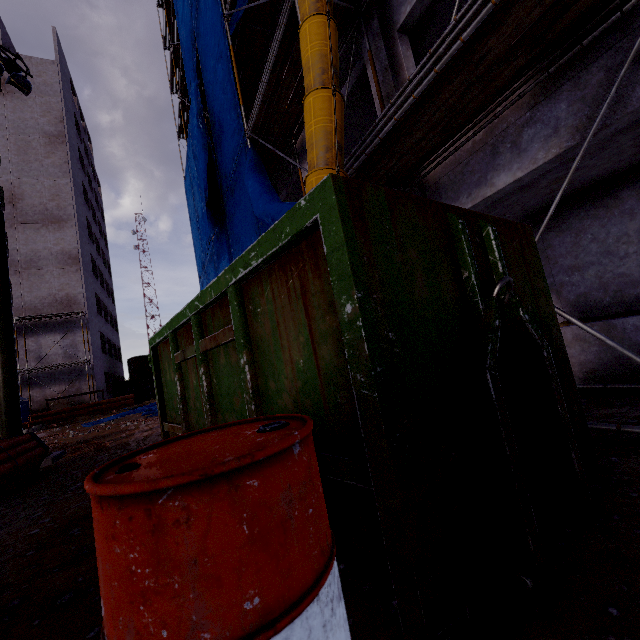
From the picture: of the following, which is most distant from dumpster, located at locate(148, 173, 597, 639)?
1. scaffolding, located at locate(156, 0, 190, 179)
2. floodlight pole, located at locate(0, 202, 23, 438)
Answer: scaffolding, located at locate(156, 0, 190, 179)

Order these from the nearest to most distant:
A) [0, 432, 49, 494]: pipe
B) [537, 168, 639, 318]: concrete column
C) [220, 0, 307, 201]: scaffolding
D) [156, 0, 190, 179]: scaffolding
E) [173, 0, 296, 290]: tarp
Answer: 1. [0, 432, 49, 494]: pipe
2. [537, 168, 639, 318]: concrete column
3. [220, 0, 307, 201]: scaffolding
4. [173, 0, 296, 290]: tarp
5. [156, 0, 190, 179]: scaffolding

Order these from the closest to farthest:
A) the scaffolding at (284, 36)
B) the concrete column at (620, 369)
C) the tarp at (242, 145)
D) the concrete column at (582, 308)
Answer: the concrete column at (620, 369) < the concrete column at (582, 308) < the scaffolding at (284, 36) < the tarp at (242, 145)

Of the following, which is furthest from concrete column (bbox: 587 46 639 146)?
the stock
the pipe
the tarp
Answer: the stock

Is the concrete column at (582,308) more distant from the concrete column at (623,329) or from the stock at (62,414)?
the stock at (62,414)

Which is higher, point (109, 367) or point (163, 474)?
point (109, 367)

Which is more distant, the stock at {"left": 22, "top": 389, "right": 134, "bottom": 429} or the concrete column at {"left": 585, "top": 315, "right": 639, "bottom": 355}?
the stock at {"left": 22, "top": 389, "right": 134, "bottom": 429}

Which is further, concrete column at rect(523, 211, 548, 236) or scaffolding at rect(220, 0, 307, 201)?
concrete column at rect(523, 211, 548, 236)
